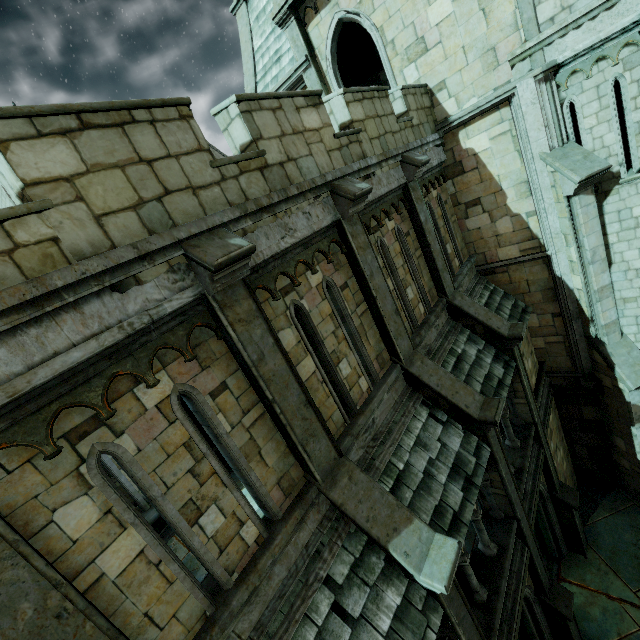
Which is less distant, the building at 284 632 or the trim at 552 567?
the building at 284 632

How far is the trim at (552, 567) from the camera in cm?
1110

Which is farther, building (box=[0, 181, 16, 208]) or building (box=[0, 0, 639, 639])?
building (box=[0, 181, 16, 208])

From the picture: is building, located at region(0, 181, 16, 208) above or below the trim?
above

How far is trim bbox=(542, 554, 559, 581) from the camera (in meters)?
11.10

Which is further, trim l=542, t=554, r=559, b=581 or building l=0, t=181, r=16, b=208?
building l=0, t=181, r=16, b=208

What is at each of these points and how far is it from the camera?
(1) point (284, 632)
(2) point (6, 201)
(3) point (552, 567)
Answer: (1) building, 4.2 meters
(2) building, 19.2 meters
(3) trim, 11.3 meters
